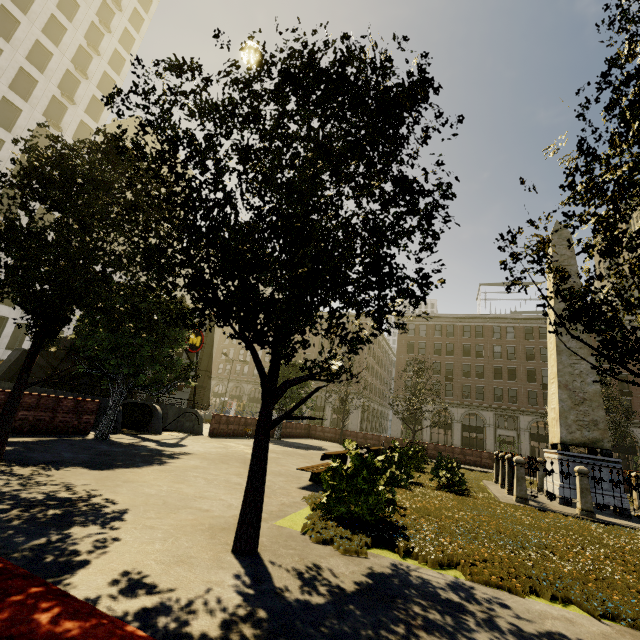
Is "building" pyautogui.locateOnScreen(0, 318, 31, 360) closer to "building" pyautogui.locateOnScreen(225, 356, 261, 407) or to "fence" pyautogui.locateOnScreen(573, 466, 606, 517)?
"building" pyautogui.locateOnScreen(225, 356, 261, 407)

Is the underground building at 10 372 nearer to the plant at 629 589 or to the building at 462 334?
the plant at 629 589

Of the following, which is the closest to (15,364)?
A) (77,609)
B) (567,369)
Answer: (77,609)

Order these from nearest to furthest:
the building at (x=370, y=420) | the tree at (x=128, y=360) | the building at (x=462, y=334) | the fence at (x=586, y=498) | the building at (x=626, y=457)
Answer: the tree at (x=128, y=360) < the fence at (x=586, y=498) < the building at (x=626, y=457) < the building at (x=462, y=334) < the building at (x=370, y=420)

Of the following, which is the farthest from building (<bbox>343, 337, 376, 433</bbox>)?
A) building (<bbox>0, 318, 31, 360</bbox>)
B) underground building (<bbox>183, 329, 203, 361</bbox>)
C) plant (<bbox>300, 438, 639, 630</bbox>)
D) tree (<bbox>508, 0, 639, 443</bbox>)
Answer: underground building (<bbox>183, 329, 203, 361</bbox>)

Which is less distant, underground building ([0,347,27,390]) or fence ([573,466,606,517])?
fence ([573,466,606,517])

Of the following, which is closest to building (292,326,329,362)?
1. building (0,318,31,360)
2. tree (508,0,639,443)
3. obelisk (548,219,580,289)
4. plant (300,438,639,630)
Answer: tree (508,0,639,443)

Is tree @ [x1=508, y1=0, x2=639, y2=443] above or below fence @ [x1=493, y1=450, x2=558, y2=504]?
above
